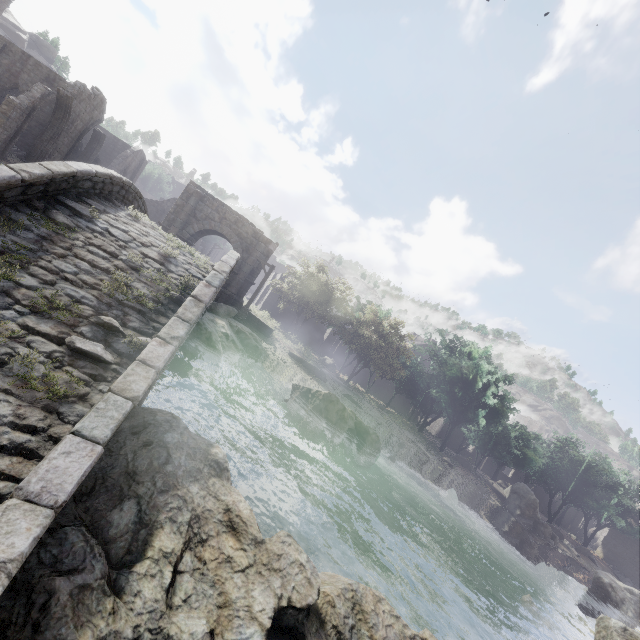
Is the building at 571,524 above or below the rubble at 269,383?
below

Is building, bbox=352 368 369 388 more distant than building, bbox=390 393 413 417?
No

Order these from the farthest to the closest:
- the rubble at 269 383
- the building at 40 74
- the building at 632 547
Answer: the building at 632 547 < the building at 40 74 < the rubble at 269 383

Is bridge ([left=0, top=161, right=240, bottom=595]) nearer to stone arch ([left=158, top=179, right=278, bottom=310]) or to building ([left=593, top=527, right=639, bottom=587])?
stone arch ([left=158, top=179, right=278, bottom=310])

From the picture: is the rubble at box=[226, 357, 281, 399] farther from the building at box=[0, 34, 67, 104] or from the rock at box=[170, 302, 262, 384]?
the building at box=[0, 34, 67, 104]

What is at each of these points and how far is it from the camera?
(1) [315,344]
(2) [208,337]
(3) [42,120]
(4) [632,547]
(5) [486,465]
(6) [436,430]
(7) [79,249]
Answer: (1) building, 44.7m
(2) rock, 14.2m
(3) building, 28.2m
(4) building, 44.3m
(5) building, 54.2m
(6) building, 54.4m
(7) bridge, 6.1m

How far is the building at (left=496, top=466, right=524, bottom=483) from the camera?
54.8 meters

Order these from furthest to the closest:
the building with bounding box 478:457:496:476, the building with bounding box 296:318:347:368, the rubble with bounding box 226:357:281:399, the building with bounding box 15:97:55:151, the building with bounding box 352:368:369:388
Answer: the building with bounding box 478:457:496:476 < the building with bounding box 352:368:369:388 < the building with bounding box 296:318:347:368 < the building with bounding box 15:97:55:151 < the rubble with bounding box 226:357:281:399
